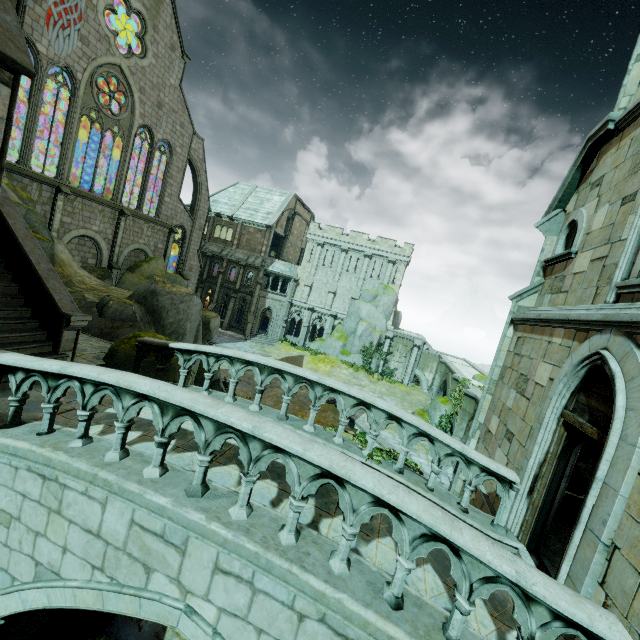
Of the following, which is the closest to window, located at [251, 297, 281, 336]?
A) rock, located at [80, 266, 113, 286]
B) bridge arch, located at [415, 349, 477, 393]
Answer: rock, located at [80, 266, 113, 286]

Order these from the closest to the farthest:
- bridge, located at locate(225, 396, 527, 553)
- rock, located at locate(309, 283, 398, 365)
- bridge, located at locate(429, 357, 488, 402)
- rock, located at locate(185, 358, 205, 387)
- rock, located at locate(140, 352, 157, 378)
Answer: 1. bridge, located at locate(225, 396, 527, 553)
2. rock, located at locate(140, 352, 157, 378)
3. rock, located at locate(185, 358, 205, 387)
4. bridge, located at locate(429, 357, 488, 402)
5. rock, located at locate(309, 283, 398, 365)

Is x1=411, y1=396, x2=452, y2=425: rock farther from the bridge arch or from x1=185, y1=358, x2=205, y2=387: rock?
x1=185, y1=358, x2=205, y2=387: rock

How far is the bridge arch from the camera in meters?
38.2 m

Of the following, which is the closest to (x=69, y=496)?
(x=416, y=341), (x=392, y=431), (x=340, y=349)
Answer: (x=392, y=431)

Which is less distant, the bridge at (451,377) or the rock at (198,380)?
the rock at (198,380)

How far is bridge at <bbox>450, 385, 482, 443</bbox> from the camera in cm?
1910

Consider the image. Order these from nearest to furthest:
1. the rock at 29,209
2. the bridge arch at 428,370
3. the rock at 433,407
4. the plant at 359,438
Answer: the plant at 359,438
the rock at 29,209
the rock at 433,407
the bridge arch at 428,370
